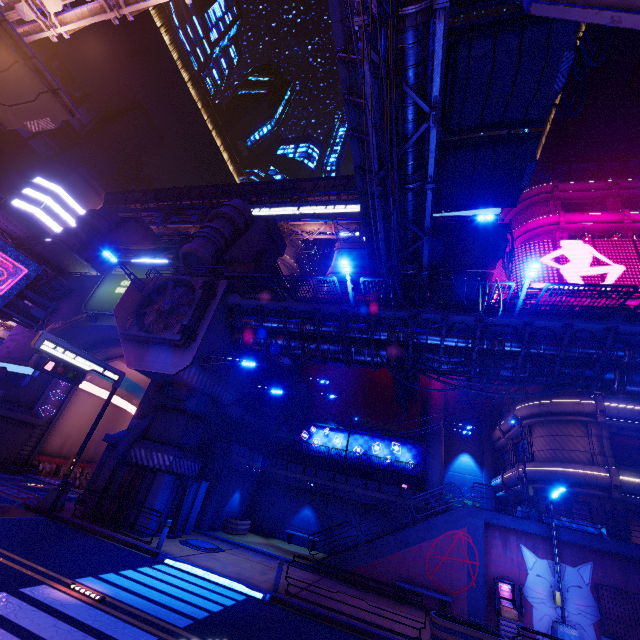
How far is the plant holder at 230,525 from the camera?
20.7m

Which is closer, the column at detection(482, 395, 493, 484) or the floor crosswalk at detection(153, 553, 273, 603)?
the floor crosswalk at detection(153, 553, 273, 603)

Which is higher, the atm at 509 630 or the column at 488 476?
the column at 488 476

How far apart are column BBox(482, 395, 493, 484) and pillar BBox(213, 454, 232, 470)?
25.9m

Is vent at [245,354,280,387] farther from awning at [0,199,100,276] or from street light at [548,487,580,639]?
street light at [548,487,580,639]

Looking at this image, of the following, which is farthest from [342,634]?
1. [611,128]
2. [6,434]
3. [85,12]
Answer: [611,128]

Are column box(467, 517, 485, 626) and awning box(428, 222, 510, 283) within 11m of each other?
no

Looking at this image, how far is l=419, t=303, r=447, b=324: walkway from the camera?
15.4 meters
